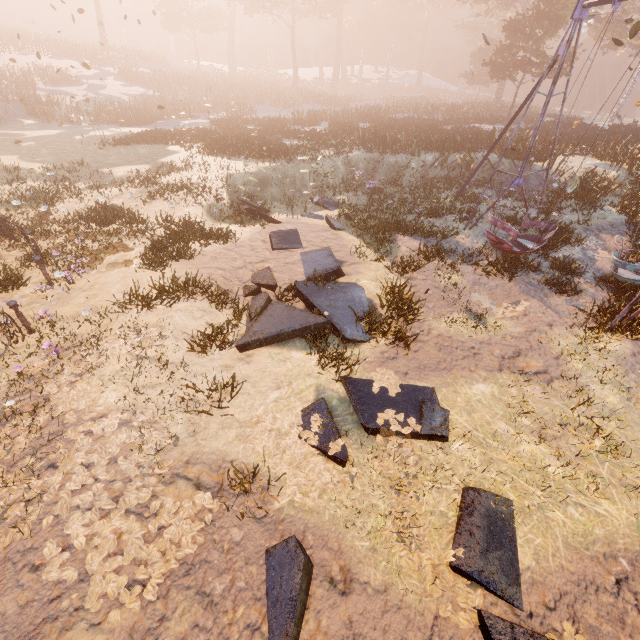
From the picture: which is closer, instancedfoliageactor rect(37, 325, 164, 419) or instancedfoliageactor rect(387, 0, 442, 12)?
instancedfoliageactor rect(37, 325, 164, 419)

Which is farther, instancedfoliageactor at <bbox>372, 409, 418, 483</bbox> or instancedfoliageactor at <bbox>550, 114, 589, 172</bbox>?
instancedfoliageactor at <bbox>550, 114, 589, 172</bbox>

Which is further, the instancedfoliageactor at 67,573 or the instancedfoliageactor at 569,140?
the instancedfoliageactor at 569,140

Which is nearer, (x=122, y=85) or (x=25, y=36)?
(x=122, y=85)

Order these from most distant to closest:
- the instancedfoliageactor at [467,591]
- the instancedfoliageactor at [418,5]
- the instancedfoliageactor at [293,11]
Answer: the instancedfoliageactor at [418,5] → the instancedfoliageactor at [293,11] → the instancedfoliageactor at [467,591]

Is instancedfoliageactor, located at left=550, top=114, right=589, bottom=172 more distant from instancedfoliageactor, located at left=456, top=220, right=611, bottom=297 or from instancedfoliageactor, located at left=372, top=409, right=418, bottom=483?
instancedfoliageactor, located at left=372, top=409, right=418, bottom=483

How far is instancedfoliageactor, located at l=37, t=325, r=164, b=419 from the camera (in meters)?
5.00

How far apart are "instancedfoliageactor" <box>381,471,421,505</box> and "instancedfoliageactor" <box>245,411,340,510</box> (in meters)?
0.32
